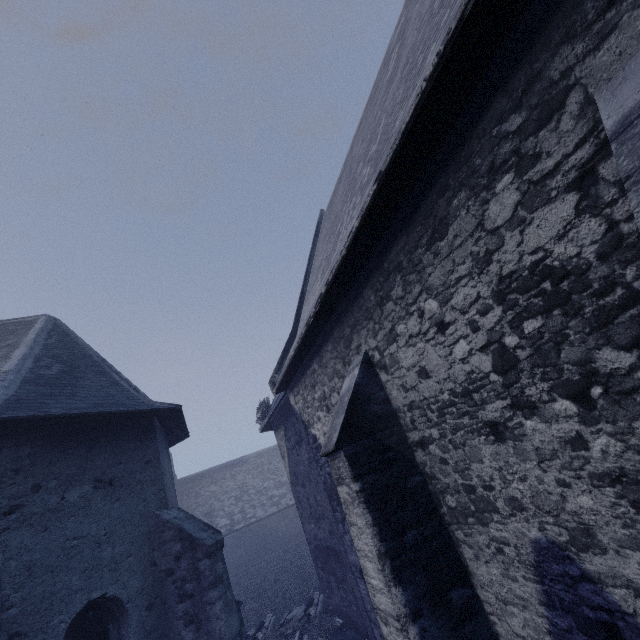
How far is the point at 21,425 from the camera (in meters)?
6.02
